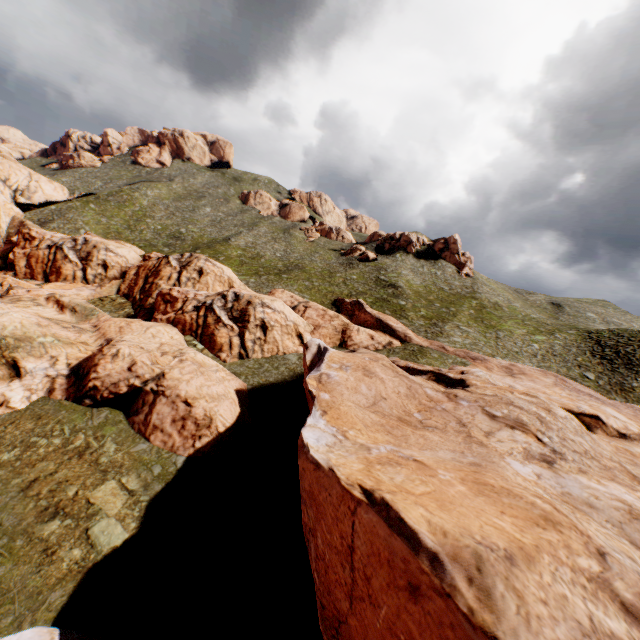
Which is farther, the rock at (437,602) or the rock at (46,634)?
the rock at (46,634)

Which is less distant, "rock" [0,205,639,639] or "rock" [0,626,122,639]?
"rock" [0,205,639,639]

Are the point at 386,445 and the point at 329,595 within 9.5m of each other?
yes

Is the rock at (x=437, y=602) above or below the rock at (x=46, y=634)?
above

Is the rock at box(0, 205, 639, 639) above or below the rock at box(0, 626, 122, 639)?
above
